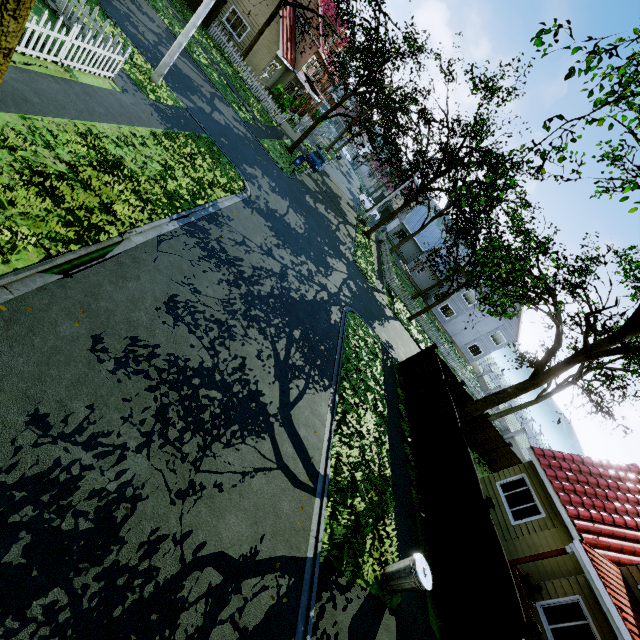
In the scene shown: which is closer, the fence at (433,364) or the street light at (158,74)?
the street light at (158,74)

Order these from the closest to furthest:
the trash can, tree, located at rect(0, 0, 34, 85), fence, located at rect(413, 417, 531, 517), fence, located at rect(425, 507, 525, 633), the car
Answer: tree, located at rect(0, 0, 34, 85)
the trash can
fence, located at rect(425, 507, 525, 633)
fence, located at rect(413, 417, 531, 517)
the car

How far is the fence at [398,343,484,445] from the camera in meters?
12.8 m

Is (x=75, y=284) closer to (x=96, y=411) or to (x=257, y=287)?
(x=96, y=411)

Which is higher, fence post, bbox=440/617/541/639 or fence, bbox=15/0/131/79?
fence post, bbox=440/617/541/639

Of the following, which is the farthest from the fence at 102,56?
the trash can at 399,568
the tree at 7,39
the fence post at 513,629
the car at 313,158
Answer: the car at 313,158

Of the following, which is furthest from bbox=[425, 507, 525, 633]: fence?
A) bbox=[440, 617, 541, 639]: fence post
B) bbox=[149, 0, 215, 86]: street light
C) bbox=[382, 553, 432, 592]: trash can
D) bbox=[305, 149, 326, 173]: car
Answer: bbox=[305, 149, 326, 173]: car

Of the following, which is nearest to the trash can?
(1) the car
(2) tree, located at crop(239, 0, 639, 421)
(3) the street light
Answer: (3) the street light
